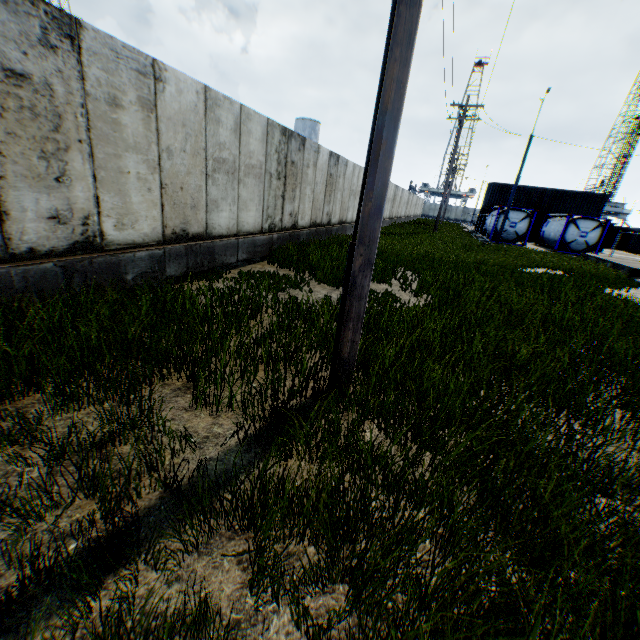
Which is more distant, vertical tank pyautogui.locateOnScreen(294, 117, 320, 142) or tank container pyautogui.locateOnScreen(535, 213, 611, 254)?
vertical tank pyautogui.locateOnScreen(294, 117, 320, 142)

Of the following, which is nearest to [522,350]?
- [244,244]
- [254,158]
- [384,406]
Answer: [384,406]

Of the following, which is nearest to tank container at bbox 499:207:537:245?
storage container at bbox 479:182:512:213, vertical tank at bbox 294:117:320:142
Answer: storage container at bbox 479:182:512:213

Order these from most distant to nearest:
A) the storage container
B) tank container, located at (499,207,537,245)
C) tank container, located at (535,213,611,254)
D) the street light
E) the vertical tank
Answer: the vertical tank
the storage container
tank container, located at (499,207,537,245)
tank container, located at (535,213,611,254)
the street light

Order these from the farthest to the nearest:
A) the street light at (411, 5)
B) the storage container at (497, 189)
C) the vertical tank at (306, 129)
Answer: the vertical tank at (306, 129) < the storage container at (497, 189) < the street light at (411, 5)

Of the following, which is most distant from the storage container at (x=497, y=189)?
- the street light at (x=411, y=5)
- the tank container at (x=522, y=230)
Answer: the street light at (x=411, y=5)

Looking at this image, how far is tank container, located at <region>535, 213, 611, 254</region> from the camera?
25.66m
